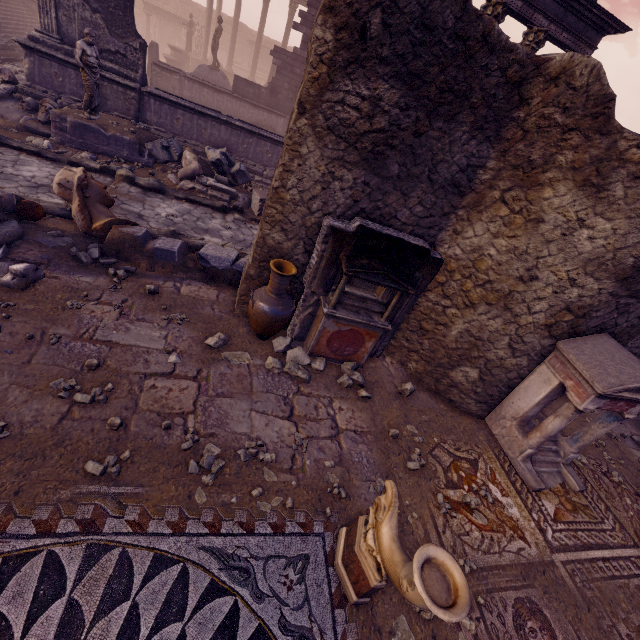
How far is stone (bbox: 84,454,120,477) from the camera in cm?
297

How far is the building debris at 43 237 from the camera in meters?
5.1 m

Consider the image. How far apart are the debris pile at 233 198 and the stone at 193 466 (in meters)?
7.02

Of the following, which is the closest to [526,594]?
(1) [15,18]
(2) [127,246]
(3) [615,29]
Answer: (2) [127,246]

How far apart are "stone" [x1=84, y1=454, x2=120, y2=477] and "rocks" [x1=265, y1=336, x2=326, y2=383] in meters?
2.0

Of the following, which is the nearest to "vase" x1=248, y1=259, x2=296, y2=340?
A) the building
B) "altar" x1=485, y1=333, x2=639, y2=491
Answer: "altar" x1=485, y1=333, x2=639, y2=491

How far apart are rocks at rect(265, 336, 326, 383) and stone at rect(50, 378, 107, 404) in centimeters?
194cm

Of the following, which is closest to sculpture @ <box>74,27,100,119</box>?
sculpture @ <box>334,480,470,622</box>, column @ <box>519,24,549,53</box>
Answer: sculpture @ <box>334,480,470,622</box>
